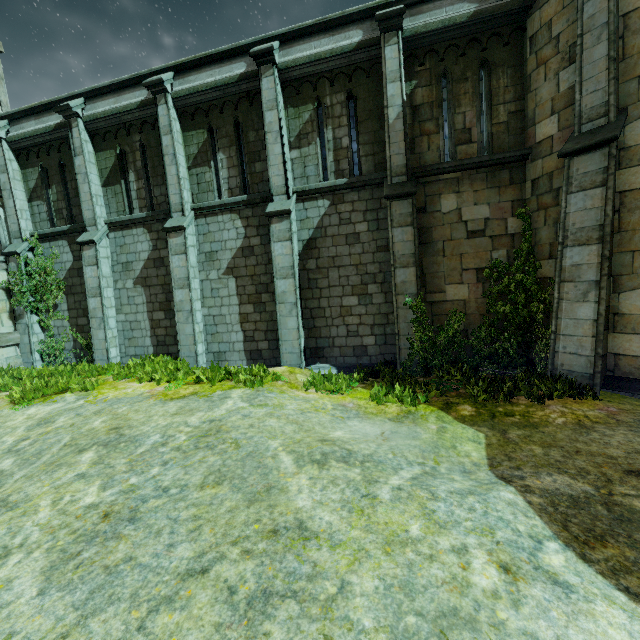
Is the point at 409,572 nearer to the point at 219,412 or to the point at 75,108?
the point at 219,412

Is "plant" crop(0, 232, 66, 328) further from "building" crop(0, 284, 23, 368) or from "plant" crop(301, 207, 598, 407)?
"plant" crop(301, 207, 598, 407)

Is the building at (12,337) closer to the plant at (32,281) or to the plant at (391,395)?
the plant at (32,281)

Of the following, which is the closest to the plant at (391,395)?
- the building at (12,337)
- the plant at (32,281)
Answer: the plant at (32,281)

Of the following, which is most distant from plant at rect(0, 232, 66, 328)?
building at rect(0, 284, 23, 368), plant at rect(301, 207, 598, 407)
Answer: plant at rect(301, 207, 598, 407)
